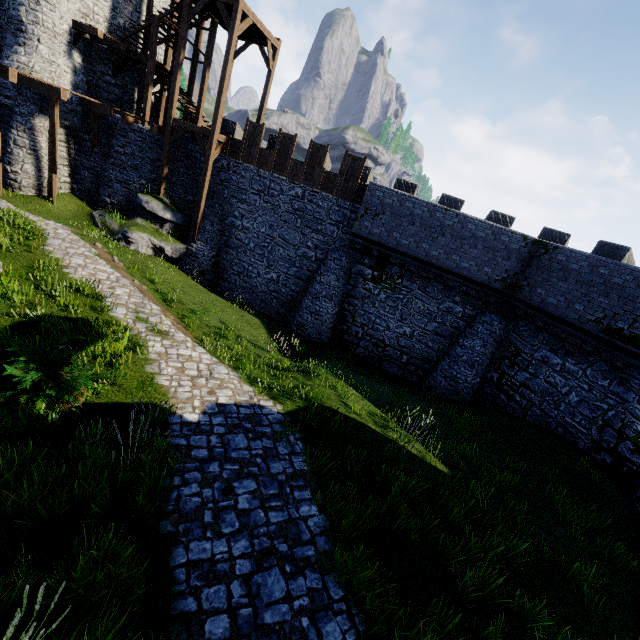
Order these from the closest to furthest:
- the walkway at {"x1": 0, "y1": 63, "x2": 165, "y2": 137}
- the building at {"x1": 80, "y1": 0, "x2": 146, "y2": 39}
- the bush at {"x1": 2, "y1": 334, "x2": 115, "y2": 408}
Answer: the bush at {"x1": 2, "y1": 334, "x2": 115, "y2": 408}
the walkway at {"x1": 0, "y1": 63, "x2": 165, "y2": 137}
the building at {"x1": 80, "y1": 0, "x2": 146, "y2": 39}

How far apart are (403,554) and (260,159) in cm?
1851

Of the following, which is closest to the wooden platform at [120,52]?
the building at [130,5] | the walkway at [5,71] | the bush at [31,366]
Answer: the building at [130,5]

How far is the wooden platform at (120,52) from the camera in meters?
17.2

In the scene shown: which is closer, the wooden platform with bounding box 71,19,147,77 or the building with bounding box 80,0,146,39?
the wooden platform with bounding box 71,19,147,77

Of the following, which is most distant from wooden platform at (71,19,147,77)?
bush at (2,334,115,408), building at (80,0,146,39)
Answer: bush at (2,334,115,408)

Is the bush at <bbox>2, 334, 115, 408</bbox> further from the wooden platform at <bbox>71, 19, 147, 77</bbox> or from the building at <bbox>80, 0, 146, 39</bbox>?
the building at <bbox>80, 0, 146, 39</bbox>

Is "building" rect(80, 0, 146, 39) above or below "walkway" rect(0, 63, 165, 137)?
above
